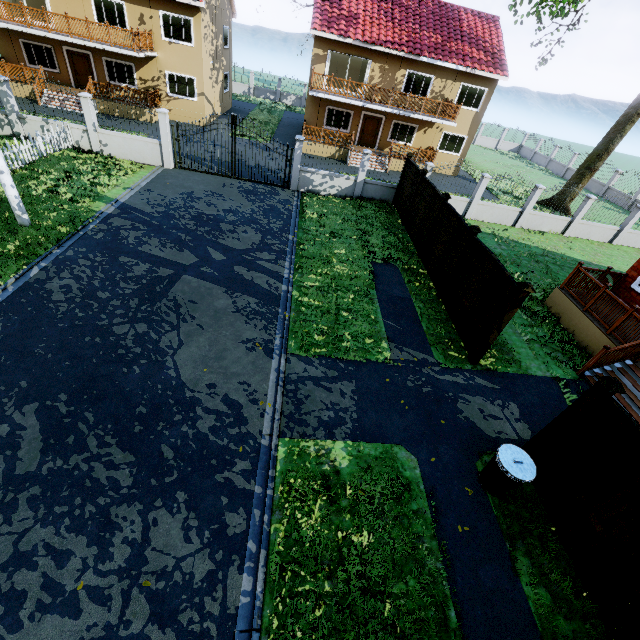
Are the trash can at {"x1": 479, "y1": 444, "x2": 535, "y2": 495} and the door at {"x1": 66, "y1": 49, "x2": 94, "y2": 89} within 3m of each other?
no

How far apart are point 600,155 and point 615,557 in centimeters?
2571cm

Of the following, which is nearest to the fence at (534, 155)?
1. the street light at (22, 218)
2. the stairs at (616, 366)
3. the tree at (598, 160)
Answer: the tree at (598, 160)

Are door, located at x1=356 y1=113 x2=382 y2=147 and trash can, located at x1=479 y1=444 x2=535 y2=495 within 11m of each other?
no

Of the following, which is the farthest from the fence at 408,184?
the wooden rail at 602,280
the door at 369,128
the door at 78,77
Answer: the door at 78,77

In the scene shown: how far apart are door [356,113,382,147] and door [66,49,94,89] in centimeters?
1862cm

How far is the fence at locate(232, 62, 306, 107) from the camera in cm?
3722

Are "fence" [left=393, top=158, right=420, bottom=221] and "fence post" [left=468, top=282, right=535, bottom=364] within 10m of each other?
yes
